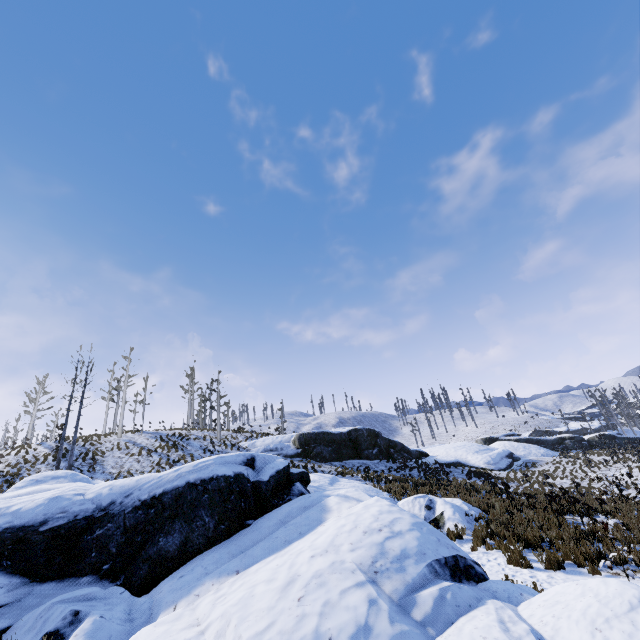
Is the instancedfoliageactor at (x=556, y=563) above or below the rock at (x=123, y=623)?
below

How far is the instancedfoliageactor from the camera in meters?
8.6

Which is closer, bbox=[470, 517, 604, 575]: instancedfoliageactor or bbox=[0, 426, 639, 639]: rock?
bbox=[0, 426, 639, 639]: rock

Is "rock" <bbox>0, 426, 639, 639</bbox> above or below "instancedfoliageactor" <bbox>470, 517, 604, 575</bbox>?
above

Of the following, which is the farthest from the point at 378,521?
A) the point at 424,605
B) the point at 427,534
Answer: the point at 424,605

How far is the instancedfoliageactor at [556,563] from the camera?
8.56m
